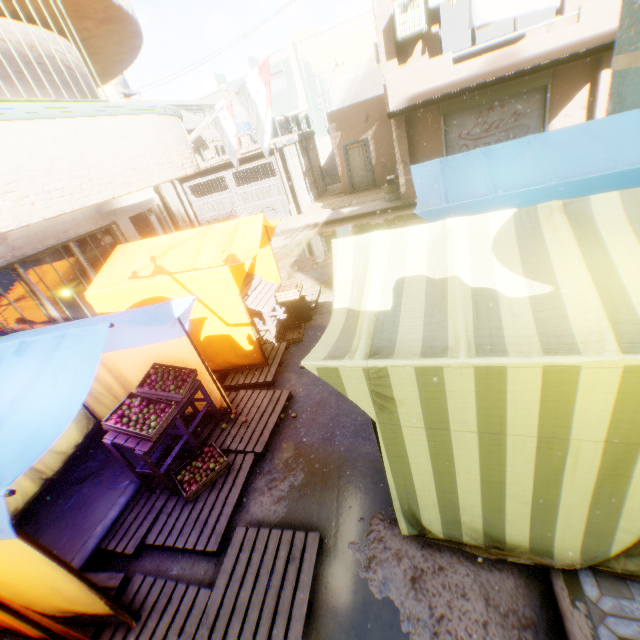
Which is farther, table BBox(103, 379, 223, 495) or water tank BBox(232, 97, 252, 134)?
water tank BBox(232, 97, 252, 134)

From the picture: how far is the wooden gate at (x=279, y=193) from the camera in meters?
16.9

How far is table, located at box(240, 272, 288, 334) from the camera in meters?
7.0

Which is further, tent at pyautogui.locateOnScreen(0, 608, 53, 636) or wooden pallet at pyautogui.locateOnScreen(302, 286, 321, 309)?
wooden pallet at pyautogui.locateOnScreen(302, 286, 321, 309)

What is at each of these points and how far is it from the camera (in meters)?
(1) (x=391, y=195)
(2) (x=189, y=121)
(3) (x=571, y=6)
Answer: (1) cardboard box, 14.29
(2) awning, 18.06
(3) building, 8.98

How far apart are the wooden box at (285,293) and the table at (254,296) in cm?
7

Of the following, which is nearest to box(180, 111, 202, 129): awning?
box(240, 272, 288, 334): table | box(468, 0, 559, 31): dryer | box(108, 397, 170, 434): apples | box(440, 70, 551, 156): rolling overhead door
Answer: box(440, 70, 551, 156): rolling overhead door

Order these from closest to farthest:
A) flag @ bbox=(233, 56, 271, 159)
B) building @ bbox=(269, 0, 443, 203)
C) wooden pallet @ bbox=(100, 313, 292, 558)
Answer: wooden pallet @ bbox=(100, 313, 292, 558)
flag @ bbox=(233, 56, 271, 159)
building @ bbox=(269, 0, 443, 203)
